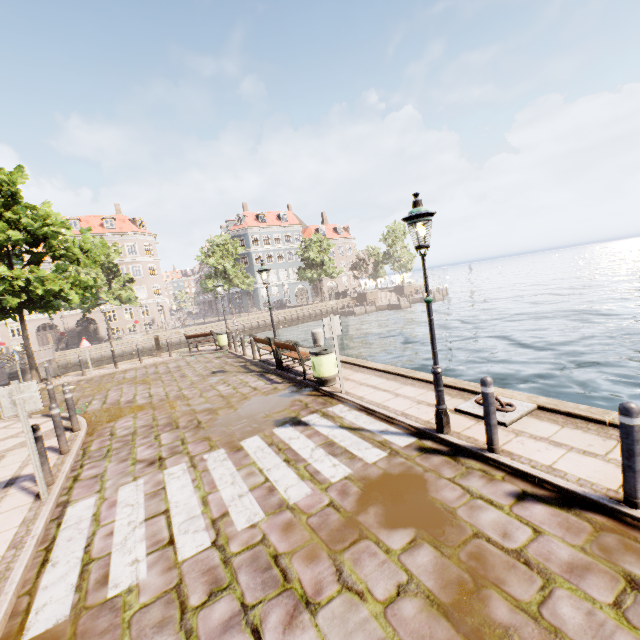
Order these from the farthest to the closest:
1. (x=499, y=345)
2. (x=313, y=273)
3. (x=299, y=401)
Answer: (x=313, y=273)
(x=499, y=345)
(x=299, y=401)

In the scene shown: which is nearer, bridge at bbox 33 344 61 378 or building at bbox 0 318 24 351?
bridge at bbox 33 344 61 378

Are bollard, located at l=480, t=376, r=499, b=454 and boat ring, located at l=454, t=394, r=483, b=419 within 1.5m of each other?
yes

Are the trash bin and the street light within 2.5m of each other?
no

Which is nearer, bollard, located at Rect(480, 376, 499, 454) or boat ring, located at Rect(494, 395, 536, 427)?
bollard, located at Rect(480, 376, 499, 454)

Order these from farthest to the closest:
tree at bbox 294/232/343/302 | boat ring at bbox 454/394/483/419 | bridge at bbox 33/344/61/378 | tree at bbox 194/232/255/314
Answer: tree at bbox 294/232/343/302
tree at bbox 194/232/255/314
bridge at bbox 33/344/61/378
boat ring at bbox 454/394/483/419

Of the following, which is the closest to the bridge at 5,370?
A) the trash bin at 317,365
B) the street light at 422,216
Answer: the trash bin at 317,365

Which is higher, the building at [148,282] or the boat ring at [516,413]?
the building at [148,282]
